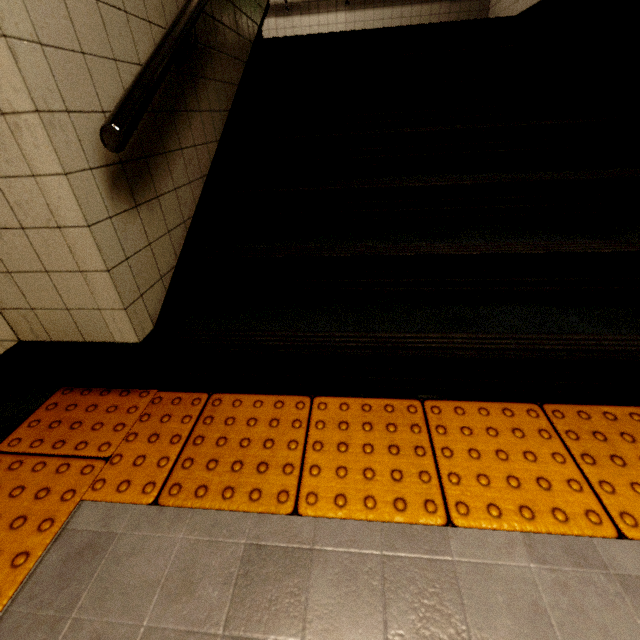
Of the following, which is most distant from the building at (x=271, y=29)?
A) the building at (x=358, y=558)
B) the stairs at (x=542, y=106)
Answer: the building at (x=358, y=558)

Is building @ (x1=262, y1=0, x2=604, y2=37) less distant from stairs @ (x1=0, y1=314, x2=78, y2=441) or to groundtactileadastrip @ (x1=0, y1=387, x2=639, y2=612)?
stairs @ (x1=0, y1=314, x2=78, y2=441)

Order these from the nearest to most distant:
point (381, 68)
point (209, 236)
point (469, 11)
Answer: point (209, 236), point (381, 68), point (469, 11)

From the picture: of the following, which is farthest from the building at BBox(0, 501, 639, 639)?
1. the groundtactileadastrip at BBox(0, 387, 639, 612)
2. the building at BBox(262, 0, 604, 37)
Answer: the building at BBox(262, 0, 604, 37)

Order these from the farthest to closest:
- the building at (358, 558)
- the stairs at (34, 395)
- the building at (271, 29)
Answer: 1. the building at (271, 29)
2. the stairs at (34, 395)
3. the building at (358, 558)

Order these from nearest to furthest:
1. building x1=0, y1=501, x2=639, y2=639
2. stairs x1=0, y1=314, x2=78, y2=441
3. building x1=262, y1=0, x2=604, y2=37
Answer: building x1=0, y1=501, x2=639, y2=639 < stairs x1=0, y1=314, x2=78, y2=441 < building x1=262, y1=0, x2=604, y2=37

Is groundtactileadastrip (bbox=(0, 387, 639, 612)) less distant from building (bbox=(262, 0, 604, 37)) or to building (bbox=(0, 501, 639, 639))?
building (bbox=(0, 501, 639, 639))

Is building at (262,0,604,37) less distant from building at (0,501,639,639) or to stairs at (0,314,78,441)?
stairs at (0,314,78,441)
